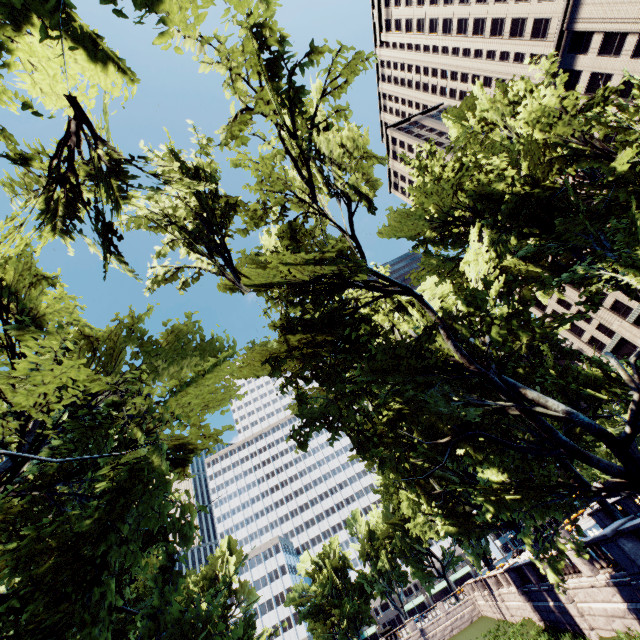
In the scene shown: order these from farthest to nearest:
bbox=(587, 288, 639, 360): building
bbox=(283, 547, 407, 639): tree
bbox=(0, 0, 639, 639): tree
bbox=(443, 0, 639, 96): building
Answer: bbox=(283, 547, 407, 639): tree < bbox=(587, 288, 639, 360): building < bbox=(443, 0, 639, 96): building < bbox=(0, 0, 639, 639): tree

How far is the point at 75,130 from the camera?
6.07m

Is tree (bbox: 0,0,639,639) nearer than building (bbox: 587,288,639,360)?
Yes

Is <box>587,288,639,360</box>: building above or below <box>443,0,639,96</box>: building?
below

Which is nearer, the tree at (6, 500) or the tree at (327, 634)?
the tree at (6, 500)

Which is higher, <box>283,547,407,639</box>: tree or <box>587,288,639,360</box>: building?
<box>587,288,639,360</box>: building

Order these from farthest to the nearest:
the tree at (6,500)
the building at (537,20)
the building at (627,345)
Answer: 1. the building at (627,345)
2. the building at (537,20)
3. the tree at (6,500)
